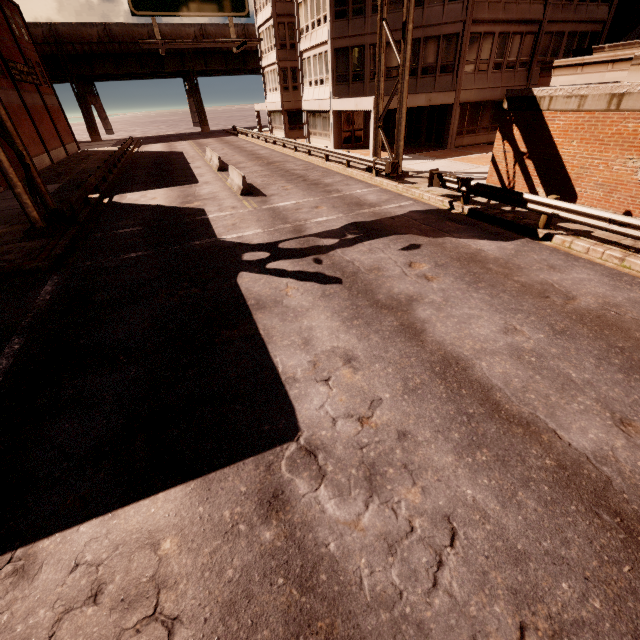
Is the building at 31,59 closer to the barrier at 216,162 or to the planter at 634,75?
the barrier at 216,162

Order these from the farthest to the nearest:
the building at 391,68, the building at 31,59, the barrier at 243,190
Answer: the building at 31,59 < the building at 391,68 < the barrier at 243,190

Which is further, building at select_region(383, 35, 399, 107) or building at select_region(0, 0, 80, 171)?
building at select_region(0, 0, 80, 171)

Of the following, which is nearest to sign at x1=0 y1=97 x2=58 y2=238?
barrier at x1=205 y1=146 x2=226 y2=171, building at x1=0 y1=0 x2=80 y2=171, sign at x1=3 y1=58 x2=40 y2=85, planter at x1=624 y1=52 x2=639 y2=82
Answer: building at x1=0 y1=0 x2=80 y2=171

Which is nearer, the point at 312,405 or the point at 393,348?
the point at 312,405

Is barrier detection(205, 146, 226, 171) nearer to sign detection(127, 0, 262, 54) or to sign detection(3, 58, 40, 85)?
sign detection(127, 0, 262, 54)

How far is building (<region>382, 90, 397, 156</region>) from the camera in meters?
22.0 m

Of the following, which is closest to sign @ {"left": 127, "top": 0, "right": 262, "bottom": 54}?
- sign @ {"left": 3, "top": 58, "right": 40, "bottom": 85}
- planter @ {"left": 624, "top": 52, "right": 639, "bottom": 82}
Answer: planter @ {"left": 624, "top": 52, "right": 639, "bottom": 82}
